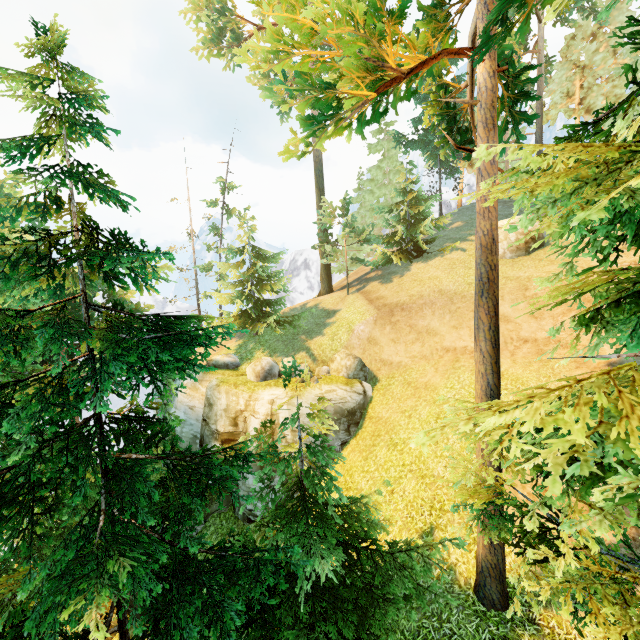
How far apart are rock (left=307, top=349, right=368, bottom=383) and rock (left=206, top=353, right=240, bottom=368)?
6.59m

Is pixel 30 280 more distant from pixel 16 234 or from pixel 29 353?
pixel 29 353

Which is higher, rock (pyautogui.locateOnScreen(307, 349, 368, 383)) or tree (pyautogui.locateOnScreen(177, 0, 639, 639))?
tree (pyautogui.locateOnScreen(177, 0, 639, 639))

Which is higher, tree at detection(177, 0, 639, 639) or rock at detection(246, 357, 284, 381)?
tree at detection(177, 0, 639, 639)

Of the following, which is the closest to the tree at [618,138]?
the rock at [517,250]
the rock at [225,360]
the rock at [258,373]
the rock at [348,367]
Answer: the rock at [225,360]

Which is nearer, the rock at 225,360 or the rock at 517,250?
the rock at 517,250

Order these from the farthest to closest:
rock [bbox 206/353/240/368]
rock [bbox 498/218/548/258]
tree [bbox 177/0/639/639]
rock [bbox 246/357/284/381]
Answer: rock [bbox 206/353/240/368]
rock [bbox 498/218/548/258]
rock [bbox 246/357/284/381]
tree [bbox 177/0/639/639]

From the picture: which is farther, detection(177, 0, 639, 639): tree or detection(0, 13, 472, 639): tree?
detection(0, 13, 472, 639): tree
